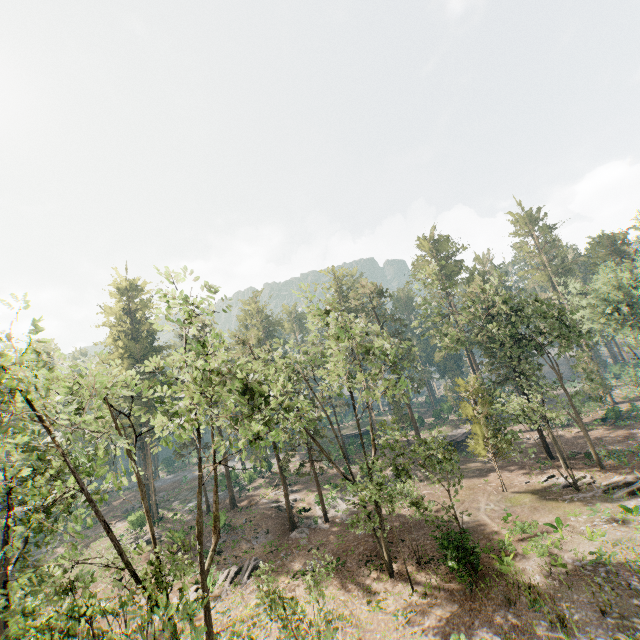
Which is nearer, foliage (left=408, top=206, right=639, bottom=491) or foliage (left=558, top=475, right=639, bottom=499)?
foliage (left=558, top=475, right=639, bottom=499)

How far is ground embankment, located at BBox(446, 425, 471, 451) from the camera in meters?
46.2

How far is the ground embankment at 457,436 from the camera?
46.2 meters

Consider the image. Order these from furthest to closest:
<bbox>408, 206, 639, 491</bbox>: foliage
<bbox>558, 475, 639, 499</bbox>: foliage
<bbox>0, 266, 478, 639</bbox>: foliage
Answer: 1. <bbox>408, 206, 639, 491</bbox>: foliage
2. <bbox>558, 475, 639, 499</bbox>: foliage
3. <bbox>0, 266, 478, 639</bbox>: foliage

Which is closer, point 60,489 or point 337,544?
point 60,489

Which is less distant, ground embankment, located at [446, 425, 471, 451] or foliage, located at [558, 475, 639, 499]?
foliage, located at [558, 475, 639, 499]

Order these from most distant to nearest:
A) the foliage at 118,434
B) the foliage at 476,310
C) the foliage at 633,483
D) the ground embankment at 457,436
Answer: the ground embankment at 457,436 < the foliage at 476,310 < the foliage at 633,483 < the foliage at 118,434
